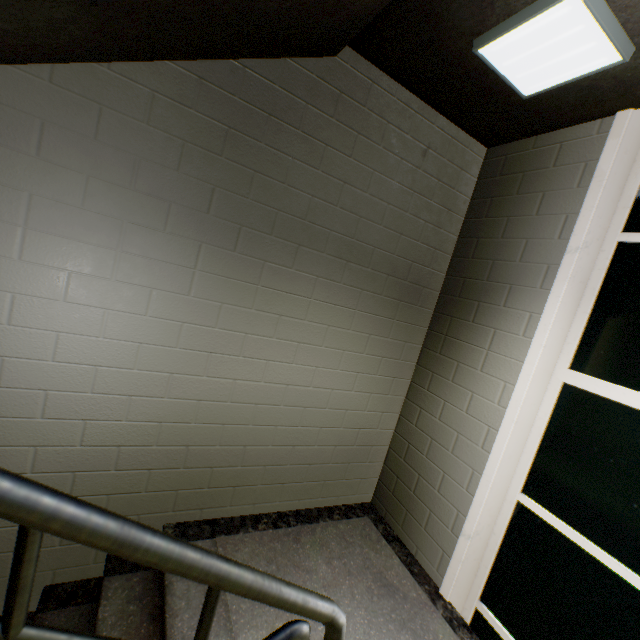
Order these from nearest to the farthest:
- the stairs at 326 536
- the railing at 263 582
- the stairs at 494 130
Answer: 1. the railing at 263 582
2. the stairs at 494 130
3. the stairs at 326 536

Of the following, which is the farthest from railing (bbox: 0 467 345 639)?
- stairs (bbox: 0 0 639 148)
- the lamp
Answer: the lamp

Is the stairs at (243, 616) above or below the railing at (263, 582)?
below

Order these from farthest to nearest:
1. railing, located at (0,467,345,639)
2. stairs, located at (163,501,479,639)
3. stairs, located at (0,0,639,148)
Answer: stairs, located at (163,501,479,639) → stairs, located at (0,0,639,148) → railing, located at (0,467,345,639)

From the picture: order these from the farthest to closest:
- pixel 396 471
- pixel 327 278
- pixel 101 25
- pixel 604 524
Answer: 1. pixel 396 471
2. pixel 327 278
3. pixel 604 524
4. pixel 101 25

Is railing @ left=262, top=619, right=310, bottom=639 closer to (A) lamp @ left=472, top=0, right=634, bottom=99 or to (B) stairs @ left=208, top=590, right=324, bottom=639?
(B) stairs @ left=208, top=590, right=324, bottom=639

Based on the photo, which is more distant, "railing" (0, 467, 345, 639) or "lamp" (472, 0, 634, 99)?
"lamp" (472, 0, 634, 99)

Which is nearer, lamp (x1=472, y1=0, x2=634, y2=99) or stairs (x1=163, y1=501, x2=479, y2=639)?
lamp (x1=472, y1=0, x2=634, y2=99)
